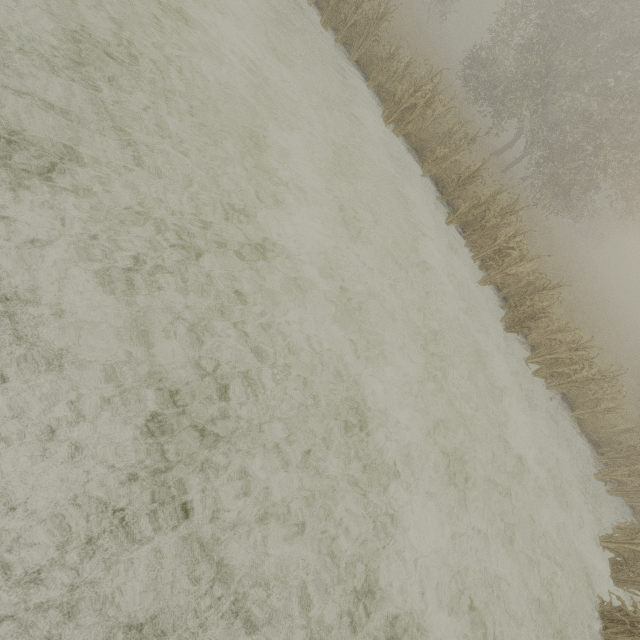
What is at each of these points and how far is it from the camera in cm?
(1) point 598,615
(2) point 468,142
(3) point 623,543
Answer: (1) tree, 653
(2) tree, 1233
(3) tree, 772

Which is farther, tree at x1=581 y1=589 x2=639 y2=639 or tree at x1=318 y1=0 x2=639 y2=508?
tree at x1=318 y1=0 x2=639 y2=508

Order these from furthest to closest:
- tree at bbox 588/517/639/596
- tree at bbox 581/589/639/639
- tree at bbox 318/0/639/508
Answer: tree at bbox 318/0/639/508
tree at bbox 588/517/639/596
tree at bbox 581/589/639/639

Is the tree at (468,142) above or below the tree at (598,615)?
above

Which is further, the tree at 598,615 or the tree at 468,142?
the tree at 468,142

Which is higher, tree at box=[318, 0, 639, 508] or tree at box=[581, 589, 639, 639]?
tree at box=[318, 0, 639, 508]

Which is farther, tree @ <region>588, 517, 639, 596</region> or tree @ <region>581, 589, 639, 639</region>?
tree @ <region>588, 517, 639, 596</region>
